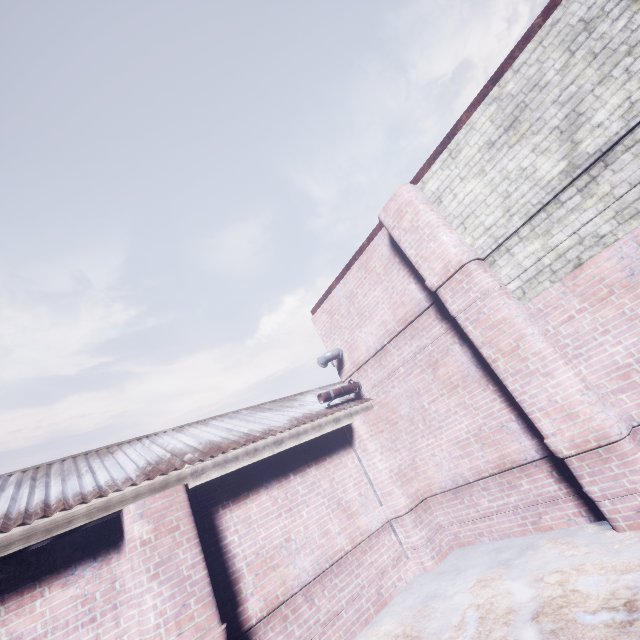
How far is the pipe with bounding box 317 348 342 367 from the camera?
5.81m

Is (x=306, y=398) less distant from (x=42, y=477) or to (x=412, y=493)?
(x=412, y=493)

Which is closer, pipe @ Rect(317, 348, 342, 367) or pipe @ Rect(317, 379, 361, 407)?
pipe @ Rect(317, 379, 361, 407)

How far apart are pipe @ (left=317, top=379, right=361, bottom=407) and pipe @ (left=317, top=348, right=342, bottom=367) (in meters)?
0.54

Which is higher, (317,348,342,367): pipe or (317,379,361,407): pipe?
(317,348,342,367): pipe

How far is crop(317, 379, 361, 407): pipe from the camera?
5.2m

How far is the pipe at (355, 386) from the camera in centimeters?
A: 518cm

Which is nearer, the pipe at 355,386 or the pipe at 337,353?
the pipe at 355,386
